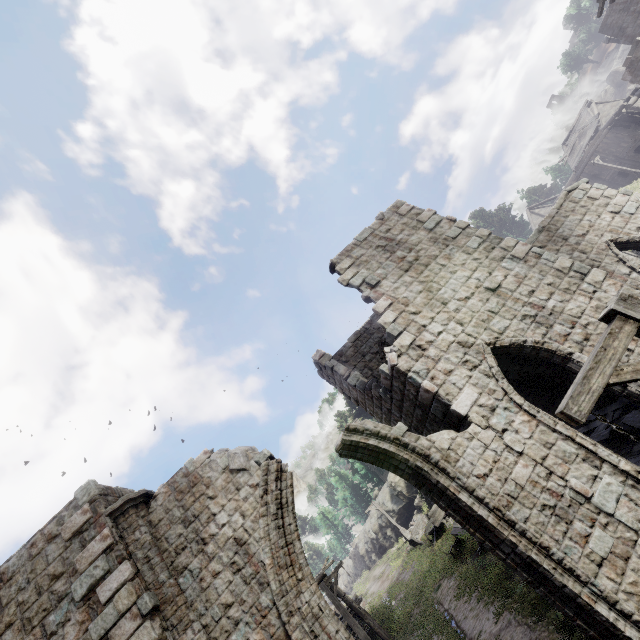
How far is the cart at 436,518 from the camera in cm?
2251

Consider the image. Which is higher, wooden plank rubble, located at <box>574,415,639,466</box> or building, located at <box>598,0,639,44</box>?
building, located at <box>598,0,639,44</box>

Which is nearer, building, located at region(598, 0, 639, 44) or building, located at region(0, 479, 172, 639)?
building, located at region(0, 479, 172, 639)

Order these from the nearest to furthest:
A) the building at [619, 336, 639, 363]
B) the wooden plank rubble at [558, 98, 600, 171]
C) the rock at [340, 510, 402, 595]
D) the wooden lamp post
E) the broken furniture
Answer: the wooden lamp post, the building at [619, 336, 639, 363], the broken furniture, the wooden plank rubble at [558, 98, 600, 171], the rock at [340, 510, 402, 595]

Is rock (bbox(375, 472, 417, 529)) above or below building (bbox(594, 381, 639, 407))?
above

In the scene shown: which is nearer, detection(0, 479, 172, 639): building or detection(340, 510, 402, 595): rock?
detection(0, 479, 172, 639): building

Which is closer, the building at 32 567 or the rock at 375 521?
the building at 32 567

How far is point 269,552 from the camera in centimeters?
645cm
